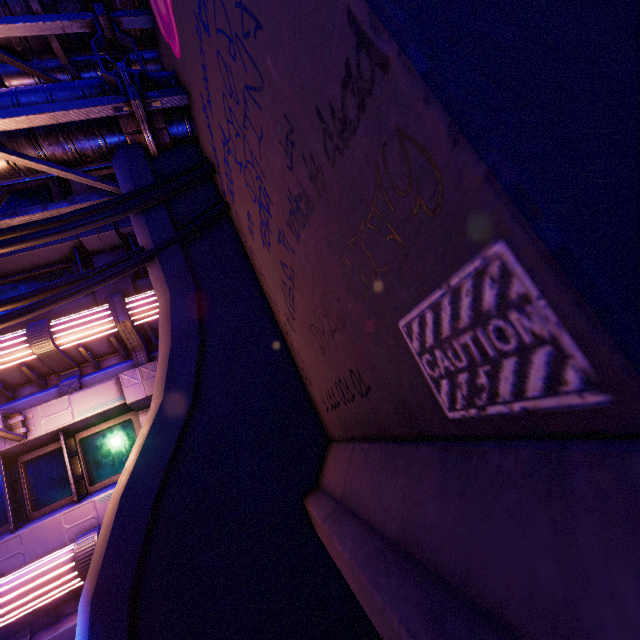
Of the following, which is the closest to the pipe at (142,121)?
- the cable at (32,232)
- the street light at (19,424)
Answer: the cable at (32,232)

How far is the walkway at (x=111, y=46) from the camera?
6.57m

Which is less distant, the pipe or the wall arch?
the wall arch

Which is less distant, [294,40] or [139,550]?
[294,40]

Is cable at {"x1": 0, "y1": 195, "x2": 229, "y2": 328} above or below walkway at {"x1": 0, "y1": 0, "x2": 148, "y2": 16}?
below

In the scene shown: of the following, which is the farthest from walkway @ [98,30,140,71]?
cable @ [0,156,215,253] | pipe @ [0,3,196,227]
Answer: cable @ [0,156,215,253]

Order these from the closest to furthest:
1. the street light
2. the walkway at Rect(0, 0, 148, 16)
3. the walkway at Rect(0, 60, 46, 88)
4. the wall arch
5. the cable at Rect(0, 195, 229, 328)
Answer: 1. the wall arch
2. the cable at Rect(0, 195, 229, 328)
3. the walkway at Rect(0, 0, 148, 16)
4. the street light
5. the walkway at Rect(0, 60, 46, 88)
